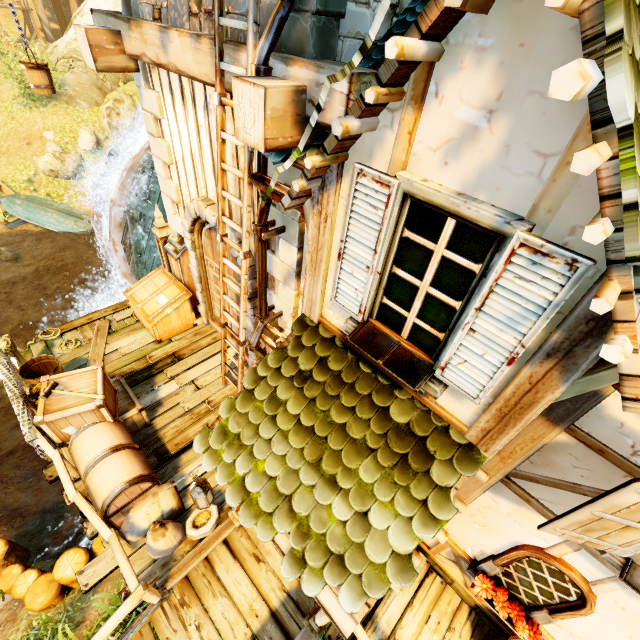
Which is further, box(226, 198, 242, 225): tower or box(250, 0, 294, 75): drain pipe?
box(226, 198, 242, 225): tower

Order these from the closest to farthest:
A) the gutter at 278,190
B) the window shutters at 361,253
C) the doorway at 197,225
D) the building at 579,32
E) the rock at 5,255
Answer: the building at 579,32 < the window shutters at 361,253 < the gutter at 278,190 < the doorway at 197,225 < the rock at 5,255

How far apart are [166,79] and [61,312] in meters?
12.6 m

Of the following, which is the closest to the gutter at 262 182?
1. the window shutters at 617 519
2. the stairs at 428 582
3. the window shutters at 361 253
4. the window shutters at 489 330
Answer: the window shutters at 361 253

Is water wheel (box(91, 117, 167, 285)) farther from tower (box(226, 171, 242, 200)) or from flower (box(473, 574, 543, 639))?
flower (box(473, 574, 543, 639))

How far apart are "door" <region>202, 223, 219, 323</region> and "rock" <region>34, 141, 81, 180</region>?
14.5m

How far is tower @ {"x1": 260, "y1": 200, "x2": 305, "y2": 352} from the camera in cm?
418

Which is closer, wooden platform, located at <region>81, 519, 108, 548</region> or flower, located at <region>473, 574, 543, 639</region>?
flower, located at <region>473, 574, 543, 639</region>
